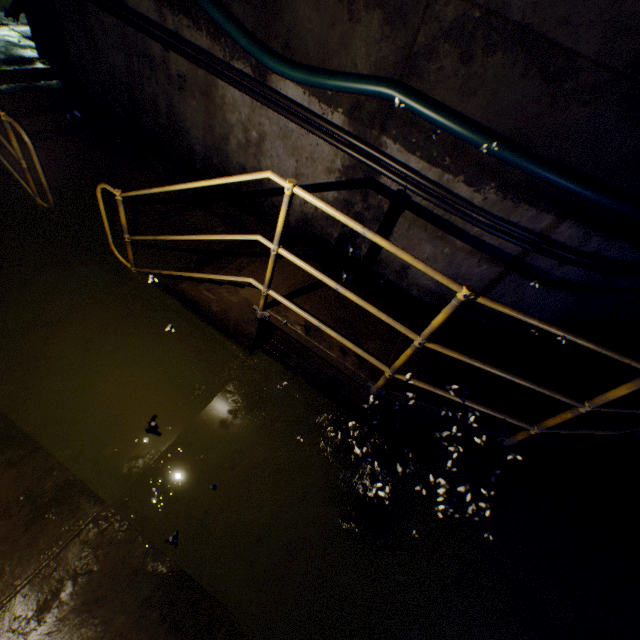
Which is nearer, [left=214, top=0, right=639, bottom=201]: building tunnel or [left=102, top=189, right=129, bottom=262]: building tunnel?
[left=214, top=0, right=639, bottom=201]: building tunnel

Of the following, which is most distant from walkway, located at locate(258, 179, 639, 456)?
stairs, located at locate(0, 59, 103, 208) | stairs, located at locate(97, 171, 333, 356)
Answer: stairs, located at locate(0, 59, 103, 208)

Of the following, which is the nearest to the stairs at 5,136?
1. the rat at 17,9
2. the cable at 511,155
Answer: the rat at 17,9

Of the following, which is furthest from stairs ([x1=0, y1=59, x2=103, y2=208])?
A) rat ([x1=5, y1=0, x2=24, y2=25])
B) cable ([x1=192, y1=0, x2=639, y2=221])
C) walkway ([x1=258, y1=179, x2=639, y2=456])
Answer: walkway ([x1=258, y1=179, x2=639, y2=456])

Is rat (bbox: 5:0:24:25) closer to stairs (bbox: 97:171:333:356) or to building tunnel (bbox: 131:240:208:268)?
building tunnel (bbox: 131:240:208:268)

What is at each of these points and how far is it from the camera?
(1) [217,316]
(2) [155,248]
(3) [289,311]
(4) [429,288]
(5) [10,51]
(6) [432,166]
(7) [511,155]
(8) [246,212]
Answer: (1) stairs, 3.4 meters
(2) building tunnel, 4.1 meters
(3) walkway, 3.0 meters
(4) building tunnel, 3.6 meters
(5) walkway, 4.4 meters
(6) building tunnel, 2.8 meters
(7) cable, 2.4 meters
(8) building tunnel, 4.2 meters

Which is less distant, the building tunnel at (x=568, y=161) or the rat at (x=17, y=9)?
the building tunnel at (x=568, y=161)

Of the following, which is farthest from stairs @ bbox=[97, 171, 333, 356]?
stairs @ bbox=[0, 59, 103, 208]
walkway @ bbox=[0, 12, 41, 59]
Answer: walkway @ bbox=[0, 12, 41, 59]
